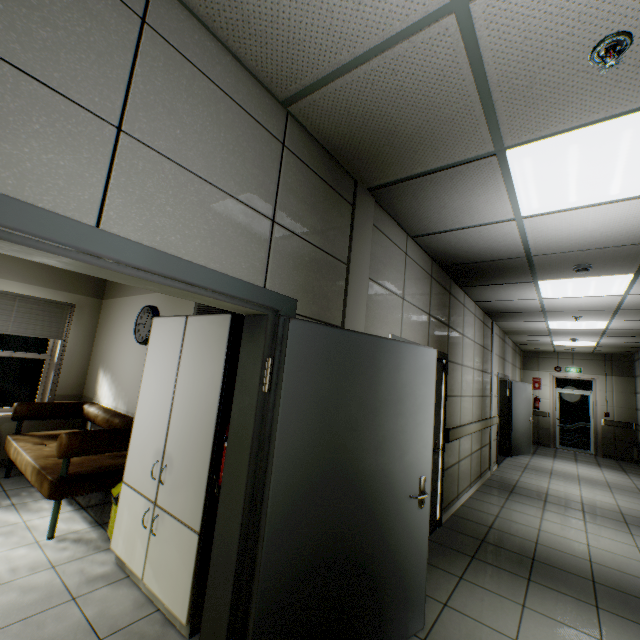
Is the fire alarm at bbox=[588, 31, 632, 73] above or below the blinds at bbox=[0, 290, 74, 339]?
above

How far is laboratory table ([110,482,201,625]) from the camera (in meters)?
2.09

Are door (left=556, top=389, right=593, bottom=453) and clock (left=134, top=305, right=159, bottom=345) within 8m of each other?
no

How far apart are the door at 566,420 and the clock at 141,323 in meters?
12.8 m

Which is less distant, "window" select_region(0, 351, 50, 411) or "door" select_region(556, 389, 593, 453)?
"window" select_region(0, 351, 50, 411)

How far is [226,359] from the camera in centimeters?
229cm

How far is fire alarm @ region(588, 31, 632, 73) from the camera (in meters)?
1.34

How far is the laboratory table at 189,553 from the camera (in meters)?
2.09
